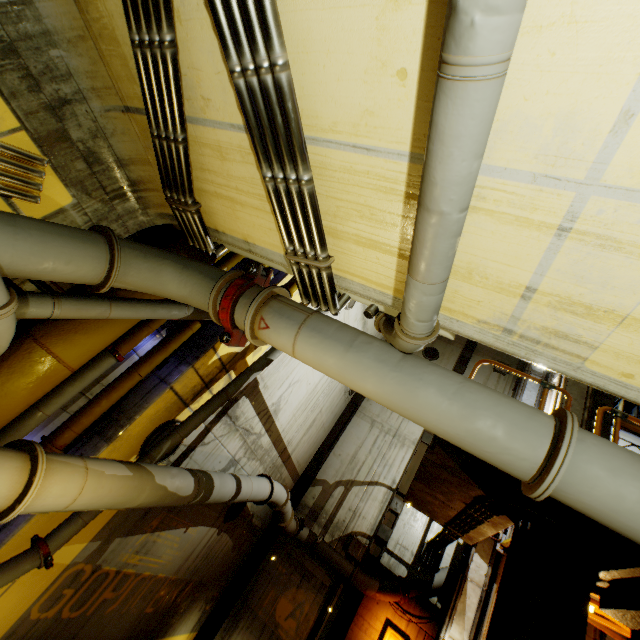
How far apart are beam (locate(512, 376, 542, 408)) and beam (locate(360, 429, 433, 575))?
2.7m

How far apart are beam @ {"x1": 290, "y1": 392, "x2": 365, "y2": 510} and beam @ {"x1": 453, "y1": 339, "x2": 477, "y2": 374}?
2.8 meters

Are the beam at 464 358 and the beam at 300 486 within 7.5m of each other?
yes

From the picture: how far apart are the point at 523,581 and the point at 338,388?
7.95m

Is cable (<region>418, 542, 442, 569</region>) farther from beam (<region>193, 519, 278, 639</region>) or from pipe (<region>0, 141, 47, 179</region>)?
pipe (<region>0, 141, 47, 179</region>)

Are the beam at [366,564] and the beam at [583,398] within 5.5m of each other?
yes

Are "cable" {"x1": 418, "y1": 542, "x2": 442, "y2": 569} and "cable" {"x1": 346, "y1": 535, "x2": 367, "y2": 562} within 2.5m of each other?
yes

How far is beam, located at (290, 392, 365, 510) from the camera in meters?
12.6
